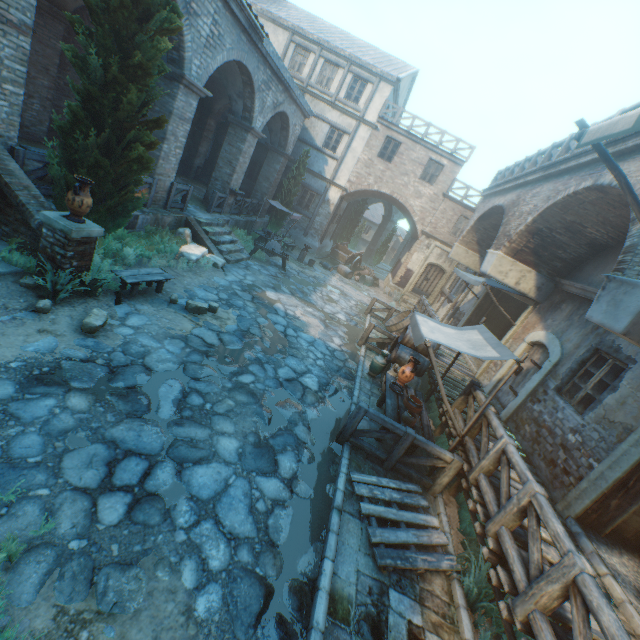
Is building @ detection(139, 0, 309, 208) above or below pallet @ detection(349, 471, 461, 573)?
above

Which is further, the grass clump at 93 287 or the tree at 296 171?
the tree at 296 171

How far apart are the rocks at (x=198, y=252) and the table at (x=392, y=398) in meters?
7.0 m

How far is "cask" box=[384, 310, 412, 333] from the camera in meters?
13.9

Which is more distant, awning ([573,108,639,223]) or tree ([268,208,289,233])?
tree ([268,208,289,233])

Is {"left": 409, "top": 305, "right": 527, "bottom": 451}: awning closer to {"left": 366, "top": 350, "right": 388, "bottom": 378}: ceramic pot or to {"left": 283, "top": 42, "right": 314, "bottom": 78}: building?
{"left": 366, "top": 350, "right": 388, "bottom": 378}: ceramic pot

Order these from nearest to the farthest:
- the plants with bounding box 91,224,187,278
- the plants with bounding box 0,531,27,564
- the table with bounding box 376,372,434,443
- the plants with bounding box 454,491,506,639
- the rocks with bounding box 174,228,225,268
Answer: the plants with bounding box 0,531,27,564 < the plants with bounding box 454,491,506,639 < the table with bounding box 376,372,434,443 < the plants with bounding box 91,224,187,278 < the rocks with bounding box 174,228,225,268

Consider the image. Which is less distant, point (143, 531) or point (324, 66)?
point (143, 531)
